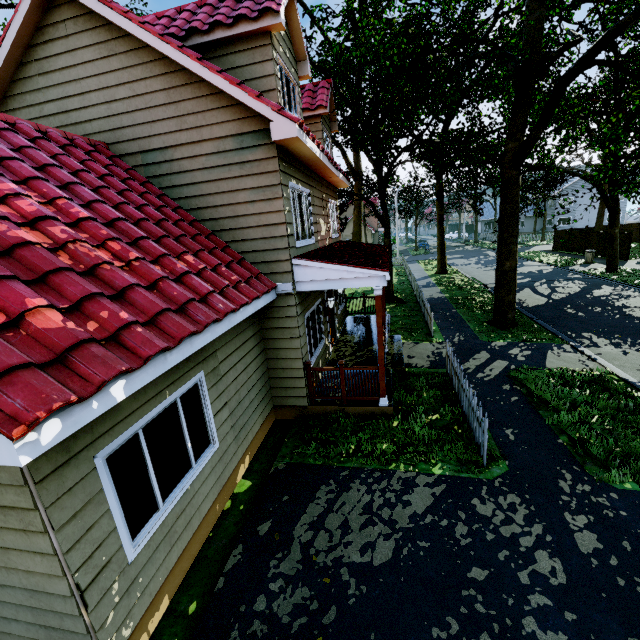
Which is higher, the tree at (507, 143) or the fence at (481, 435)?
the tree at (507, 143)

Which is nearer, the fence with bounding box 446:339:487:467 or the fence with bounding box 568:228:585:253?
the fence with bounding box 446:339:487:467

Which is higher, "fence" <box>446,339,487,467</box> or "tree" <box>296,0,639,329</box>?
"tree" <box>296,0,639,329</box>

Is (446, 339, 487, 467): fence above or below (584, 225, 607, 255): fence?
below

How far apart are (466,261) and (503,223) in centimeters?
2370cm

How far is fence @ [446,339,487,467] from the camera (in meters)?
5.87

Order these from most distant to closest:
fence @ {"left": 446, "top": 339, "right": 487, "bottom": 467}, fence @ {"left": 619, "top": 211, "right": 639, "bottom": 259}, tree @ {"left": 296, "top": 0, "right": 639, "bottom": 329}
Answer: fence @ {"left": 619, "top": 211, "right": 639, "bottom": 259} < tree @ {"left": 296, "top": 0, "right": 639, "bottom": 329} < fence @ {"left": 446, "top": 339, "right": 487, "bottom": 467}

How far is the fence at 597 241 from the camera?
27.3m
